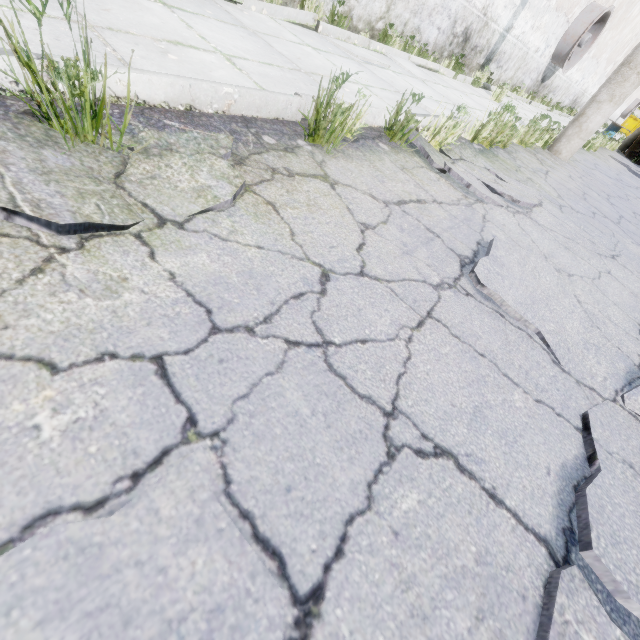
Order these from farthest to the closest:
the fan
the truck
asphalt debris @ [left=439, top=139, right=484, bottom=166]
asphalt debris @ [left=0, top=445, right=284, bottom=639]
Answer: the truck < the fan < asphalt debris @ [left=439, top=139, right=484, bottom=166] < asphalt debris @ [left=0, top=445, right=284, bottom=639]

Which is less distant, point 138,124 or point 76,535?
point 76,535

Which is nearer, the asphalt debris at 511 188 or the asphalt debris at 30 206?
the asphalt debris at 30 206

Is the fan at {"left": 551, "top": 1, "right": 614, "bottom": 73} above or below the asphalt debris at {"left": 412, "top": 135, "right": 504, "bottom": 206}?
above

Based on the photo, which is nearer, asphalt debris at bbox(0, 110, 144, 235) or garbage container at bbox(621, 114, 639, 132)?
asphalt debris at bbox(0, 110, 144, 235)

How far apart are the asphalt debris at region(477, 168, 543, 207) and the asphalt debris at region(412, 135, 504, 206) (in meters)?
0.06

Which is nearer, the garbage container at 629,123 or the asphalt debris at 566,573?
the asphalt debris at 566,573

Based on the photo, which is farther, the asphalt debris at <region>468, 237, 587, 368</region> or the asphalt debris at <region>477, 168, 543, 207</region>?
the asphalt debris at <region>477, 168, 543, 207</region>
